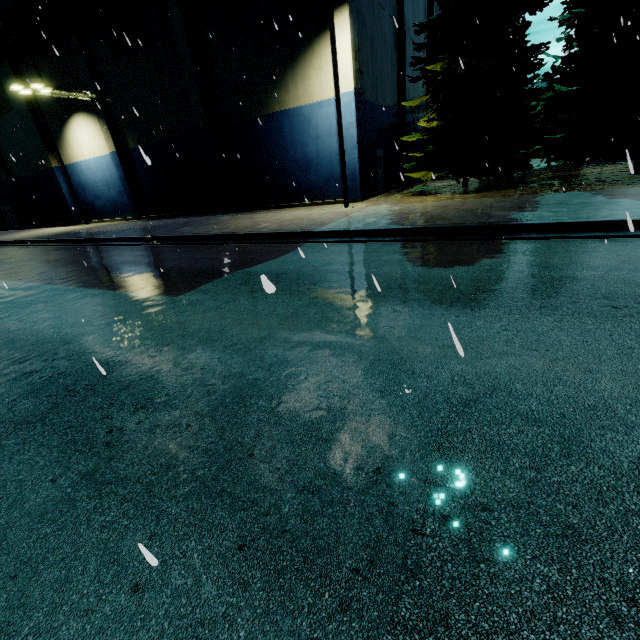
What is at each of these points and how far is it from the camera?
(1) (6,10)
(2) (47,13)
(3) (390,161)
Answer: (1) building, 23.44m
(2) pipe, 21.36m
(3) building, 23.38m

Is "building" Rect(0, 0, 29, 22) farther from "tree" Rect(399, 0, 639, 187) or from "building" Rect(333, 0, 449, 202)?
"building" Rect(333, 0, 449, 202)

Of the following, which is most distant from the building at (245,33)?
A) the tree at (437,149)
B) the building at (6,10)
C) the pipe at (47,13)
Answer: the tree at (437,149)

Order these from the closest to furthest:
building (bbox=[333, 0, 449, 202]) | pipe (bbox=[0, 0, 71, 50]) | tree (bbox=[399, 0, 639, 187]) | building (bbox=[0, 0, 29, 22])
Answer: tree (bbox=[399, 0, 639, 187]) → building (bbox=[333, 0, 449, 202]) → pipe (bbox=[0, 0, 71, 50]) → building (bbox=[0, 0, 29, 22])

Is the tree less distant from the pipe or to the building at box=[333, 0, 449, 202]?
the pipe

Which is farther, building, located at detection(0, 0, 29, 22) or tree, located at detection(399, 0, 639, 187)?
building, located at detection(0, 0, 29, 22)

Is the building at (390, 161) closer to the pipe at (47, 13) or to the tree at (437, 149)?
the pipe at (47, 13)

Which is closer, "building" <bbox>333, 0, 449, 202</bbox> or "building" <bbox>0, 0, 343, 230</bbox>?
"building" <bbox>333, 0, 449, 202</bbox>
